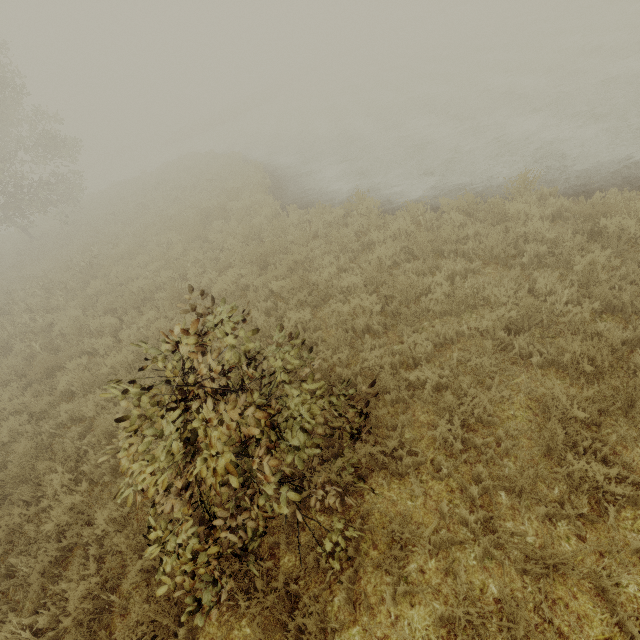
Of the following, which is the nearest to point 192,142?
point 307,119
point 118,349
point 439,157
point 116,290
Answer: point 307,119
